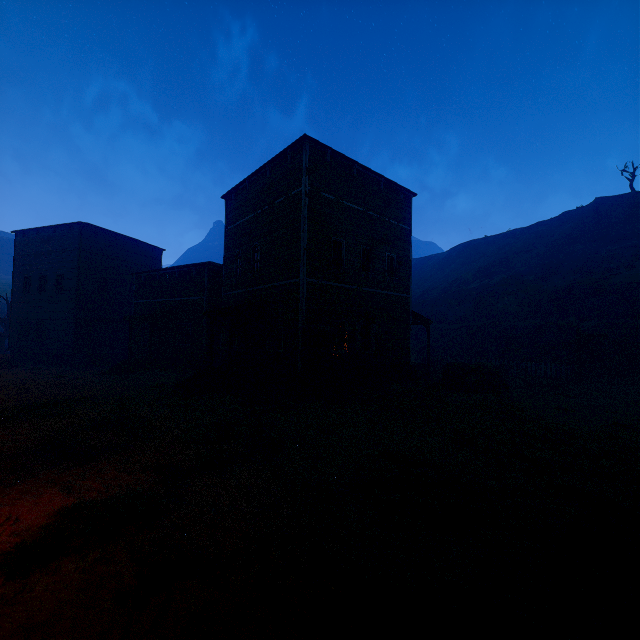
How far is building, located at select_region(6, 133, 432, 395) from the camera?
14.2 meters

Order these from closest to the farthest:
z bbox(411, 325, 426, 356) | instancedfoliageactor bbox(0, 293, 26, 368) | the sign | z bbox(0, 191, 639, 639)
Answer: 1. z bbox(0, 191, 639, 639)
2. the sign
3. instancedfoliageactor bbox(0, 293, 26, 368)
4. z bbox(411, 325, 426, 356)

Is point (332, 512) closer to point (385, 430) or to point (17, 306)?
point (385, 430)

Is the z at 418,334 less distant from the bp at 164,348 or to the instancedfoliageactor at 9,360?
the instancedfoliageactor at 9,360

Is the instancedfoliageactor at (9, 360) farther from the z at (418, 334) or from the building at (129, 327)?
the building at (129, 327)

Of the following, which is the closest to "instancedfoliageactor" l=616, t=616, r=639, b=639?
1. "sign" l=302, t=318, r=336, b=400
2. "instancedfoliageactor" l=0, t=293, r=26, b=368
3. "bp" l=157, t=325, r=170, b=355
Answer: "sign" l=302, t=318, r=336, b=400

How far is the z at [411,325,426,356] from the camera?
28.9 meters

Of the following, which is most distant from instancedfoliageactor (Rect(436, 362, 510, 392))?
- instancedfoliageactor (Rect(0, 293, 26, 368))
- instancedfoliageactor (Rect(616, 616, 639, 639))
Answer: instancedfoliageactor (Rect(0, 293, 26, 368))
